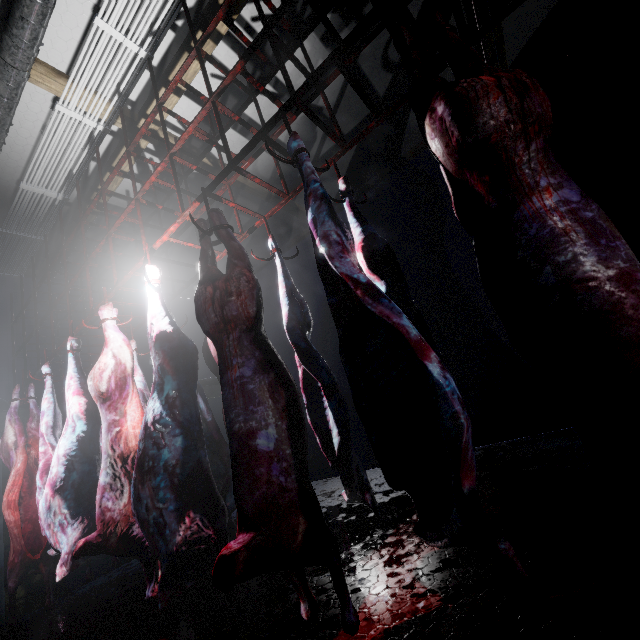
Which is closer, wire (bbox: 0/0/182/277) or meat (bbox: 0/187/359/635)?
meat (bbox: 0/187/359/635)

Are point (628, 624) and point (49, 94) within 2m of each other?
no

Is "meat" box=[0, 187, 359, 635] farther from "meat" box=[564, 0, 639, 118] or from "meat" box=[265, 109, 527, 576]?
"meat" box=[564, 0, 639, 118]

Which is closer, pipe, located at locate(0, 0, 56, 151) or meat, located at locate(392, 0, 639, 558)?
meat, located at locate(392, 0, 639, 558)

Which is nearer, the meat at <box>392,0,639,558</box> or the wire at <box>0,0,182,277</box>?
the meat at <box>392,0,639,558</box>

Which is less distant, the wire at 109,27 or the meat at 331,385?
the meat at 331,385

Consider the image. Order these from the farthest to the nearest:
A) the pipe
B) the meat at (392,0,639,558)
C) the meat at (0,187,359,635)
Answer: the pipe → the meat at (0,187,359,635) → the meat at (392,0,639,558)

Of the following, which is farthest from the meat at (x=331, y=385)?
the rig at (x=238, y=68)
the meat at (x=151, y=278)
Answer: the meat at (x=151, y=278)
